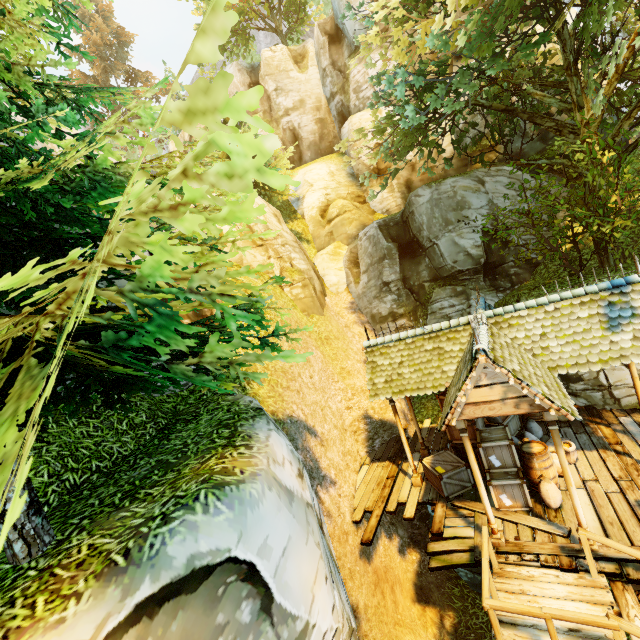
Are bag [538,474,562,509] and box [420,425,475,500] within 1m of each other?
no

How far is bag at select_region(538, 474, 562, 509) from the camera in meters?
7.3 m

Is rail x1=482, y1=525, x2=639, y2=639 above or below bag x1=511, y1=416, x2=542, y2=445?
above

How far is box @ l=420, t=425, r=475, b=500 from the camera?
8.9 meters

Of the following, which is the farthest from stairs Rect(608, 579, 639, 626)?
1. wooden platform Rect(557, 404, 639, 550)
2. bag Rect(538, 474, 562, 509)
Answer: bag Rect(538, 474, 562, 509)

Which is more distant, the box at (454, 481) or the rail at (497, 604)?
the box at (454, 481)

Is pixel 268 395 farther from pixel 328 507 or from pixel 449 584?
pixel 449 584

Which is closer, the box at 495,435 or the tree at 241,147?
the tree at 241,147
